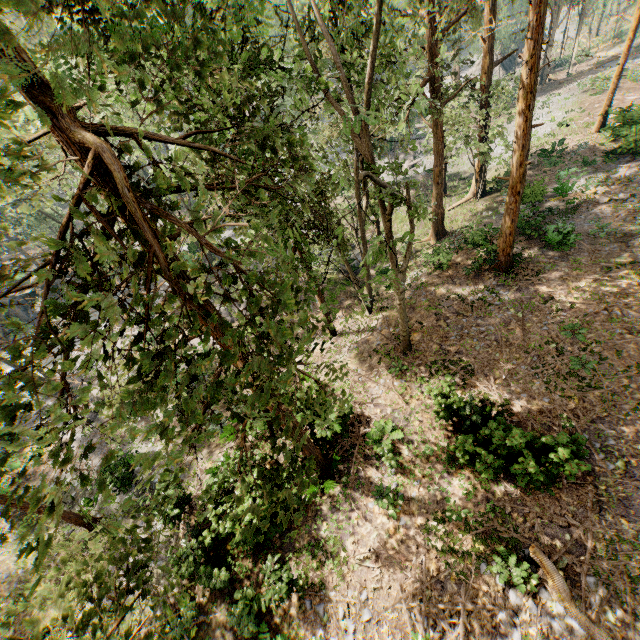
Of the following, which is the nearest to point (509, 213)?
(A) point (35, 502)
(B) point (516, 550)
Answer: (B) point (516, 550)

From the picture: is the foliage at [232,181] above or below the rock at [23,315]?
above

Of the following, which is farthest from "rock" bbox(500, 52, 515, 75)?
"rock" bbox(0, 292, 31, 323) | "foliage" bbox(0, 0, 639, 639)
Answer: "rock" bbox(0, 292, 31, 323)

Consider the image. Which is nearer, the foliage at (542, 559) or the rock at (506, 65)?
the foliage at (542, 559)

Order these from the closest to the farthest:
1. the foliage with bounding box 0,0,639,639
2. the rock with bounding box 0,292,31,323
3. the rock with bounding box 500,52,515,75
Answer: the foliage with bounding box 0,0,639,639 → the rock with bounding box 0,292,31,323 → the rock with bounding box 500,52,515,75

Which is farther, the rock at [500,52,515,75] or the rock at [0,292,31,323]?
the rock at [500,52,515,75]

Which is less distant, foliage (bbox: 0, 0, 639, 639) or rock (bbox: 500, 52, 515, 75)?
foliage (bbox: 0, 0, 639, 639)
